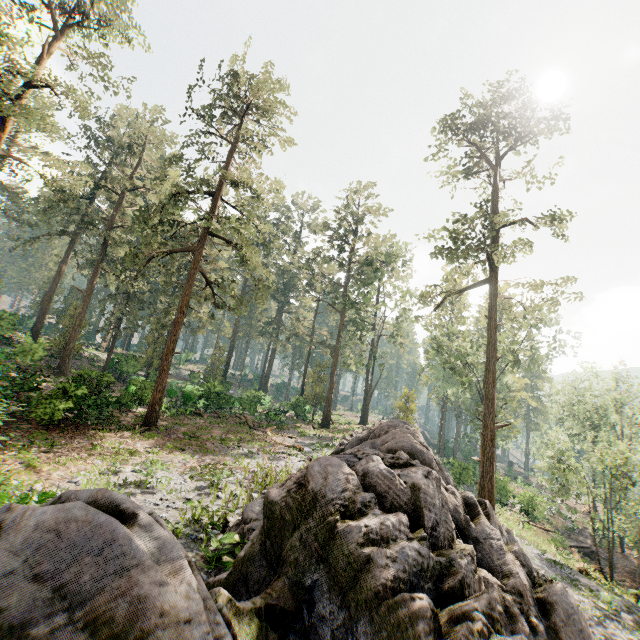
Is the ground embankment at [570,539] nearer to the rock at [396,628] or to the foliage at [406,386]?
the foliage at [406,386]

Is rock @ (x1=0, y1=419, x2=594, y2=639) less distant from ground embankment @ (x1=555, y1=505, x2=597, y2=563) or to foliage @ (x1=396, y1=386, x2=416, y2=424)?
foliage @ (x1=396, y1=386, x2=416, y2=424)

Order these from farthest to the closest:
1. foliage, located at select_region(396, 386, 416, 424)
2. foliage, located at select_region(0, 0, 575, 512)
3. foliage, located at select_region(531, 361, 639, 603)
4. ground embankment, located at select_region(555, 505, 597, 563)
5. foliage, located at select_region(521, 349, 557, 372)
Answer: foliage, located at select_region(396, 386, 416, 424) → ground embankment, located at select_region(555, 505, 597, 563) → foliage, located at select_region(521, 349, 557, 372) → foliage, located at select_region(0, 0, 575, 512) → foliage, located at select_region(531, 361, 639, 603)

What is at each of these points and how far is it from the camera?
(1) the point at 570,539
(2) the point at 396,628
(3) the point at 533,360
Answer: (1) ground embankment, 30.0m
(2) rock, 4.4m
(3) foliage, 26.7m

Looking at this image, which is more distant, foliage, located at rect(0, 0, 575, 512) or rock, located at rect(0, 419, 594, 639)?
foliage, located at rect(0, 0, 575, 512)

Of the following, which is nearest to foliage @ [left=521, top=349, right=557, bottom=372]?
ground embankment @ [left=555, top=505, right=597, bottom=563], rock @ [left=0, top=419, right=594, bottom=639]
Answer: rock @ [left=0, top=419, right=594, bottom=639]

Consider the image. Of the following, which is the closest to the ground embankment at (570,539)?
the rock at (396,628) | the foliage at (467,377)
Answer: the foliage at (467,377)
